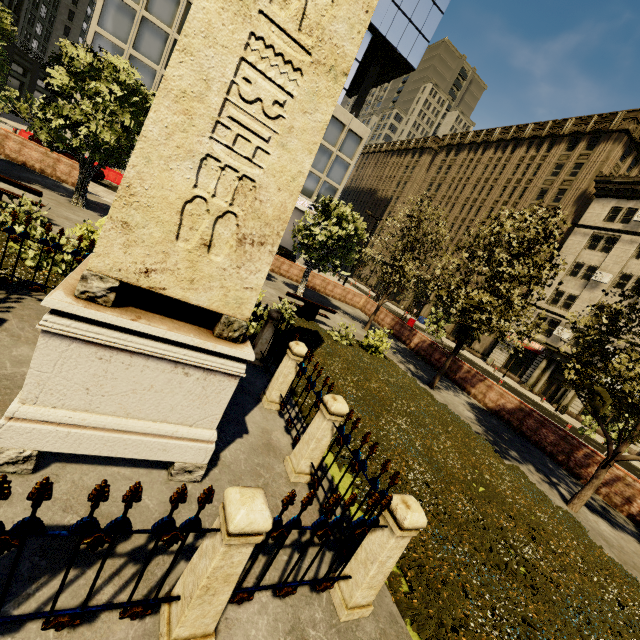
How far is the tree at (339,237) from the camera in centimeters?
1666cm

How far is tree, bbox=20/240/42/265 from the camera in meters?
6.6 m

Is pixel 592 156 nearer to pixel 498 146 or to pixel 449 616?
pixel 498 146

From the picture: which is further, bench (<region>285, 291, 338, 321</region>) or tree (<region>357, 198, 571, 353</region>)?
bench (<region>285, 291, 338, 321</region>)

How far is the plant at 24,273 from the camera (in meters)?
6.24

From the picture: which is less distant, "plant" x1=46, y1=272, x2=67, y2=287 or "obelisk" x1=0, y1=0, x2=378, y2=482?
"obelisk" x1=0, y1=0, x2=378, y2=482

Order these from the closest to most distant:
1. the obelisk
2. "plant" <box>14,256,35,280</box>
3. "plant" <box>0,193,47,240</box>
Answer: Answer: the obelisk < "plant" <box>14,256,35,280</box> < "plant" <box>0,193,47,240</box>

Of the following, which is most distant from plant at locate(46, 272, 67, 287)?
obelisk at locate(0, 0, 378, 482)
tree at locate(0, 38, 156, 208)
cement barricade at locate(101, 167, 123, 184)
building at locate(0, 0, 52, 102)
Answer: building at locate(0, 0, 52, 102)
